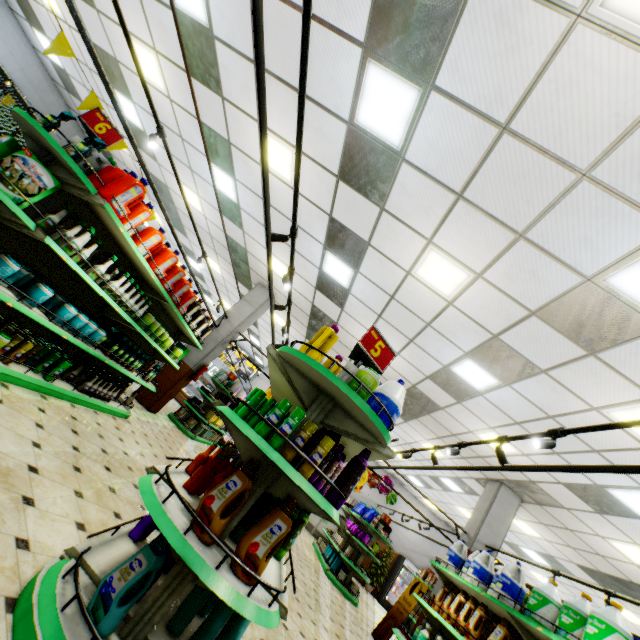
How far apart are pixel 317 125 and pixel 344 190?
1.0m

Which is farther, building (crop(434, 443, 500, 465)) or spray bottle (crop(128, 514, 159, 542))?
building (crop(434, 443, 500, 465))

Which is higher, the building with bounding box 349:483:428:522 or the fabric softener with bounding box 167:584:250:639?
the building with bounding box 349:483:428:522

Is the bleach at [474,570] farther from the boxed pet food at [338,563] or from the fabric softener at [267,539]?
the boxed pet food at [338,563]

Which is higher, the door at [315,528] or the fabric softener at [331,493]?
the fabric softener at [331,493]

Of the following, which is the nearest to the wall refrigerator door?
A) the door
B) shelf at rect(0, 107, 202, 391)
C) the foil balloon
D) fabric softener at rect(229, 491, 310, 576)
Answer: the door

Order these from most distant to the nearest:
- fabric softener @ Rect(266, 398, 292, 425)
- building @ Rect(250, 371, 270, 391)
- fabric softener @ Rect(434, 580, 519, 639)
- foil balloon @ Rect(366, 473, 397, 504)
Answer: building @ Rect(250, 371, 270, 391), foil balloon @ Rect(366, 473, 397, 504), fabric softener @ Rect(434, 580, 519, 639), fabric softener @ Rect(266, 398, 292, 425)

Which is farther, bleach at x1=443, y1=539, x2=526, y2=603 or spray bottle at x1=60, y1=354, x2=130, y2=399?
spray bottle at x1=60, y1=354, x2=130, y2=399
